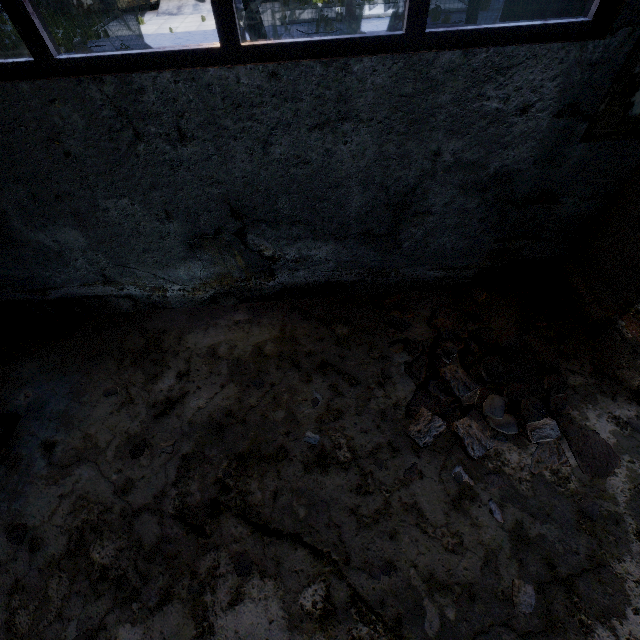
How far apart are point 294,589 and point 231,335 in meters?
2.6

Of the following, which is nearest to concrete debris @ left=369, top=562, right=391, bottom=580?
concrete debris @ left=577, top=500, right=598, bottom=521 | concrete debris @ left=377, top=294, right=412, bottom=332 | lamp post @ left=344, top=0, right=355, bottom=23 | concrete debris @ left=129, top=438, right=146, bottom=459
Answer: concrete debris @ left=377, top=294, right=412, bottom=332

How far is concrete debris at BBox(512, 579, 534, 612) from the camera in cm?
239

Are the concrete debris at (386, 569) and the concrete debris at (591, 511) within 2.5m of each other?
yes

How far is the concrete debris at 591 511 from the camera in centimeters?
272cm

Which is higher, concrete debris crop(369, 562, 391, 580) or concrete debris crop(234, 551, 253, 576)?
concrete debris crop(234, 551, 253, 576)

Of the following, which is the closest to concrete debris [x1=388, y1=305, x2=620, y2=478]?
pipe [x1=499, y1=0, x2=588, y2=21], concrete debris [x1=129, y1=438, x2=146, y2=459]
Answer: pipe [x1=499, y1=0, x2=588, y2=21]

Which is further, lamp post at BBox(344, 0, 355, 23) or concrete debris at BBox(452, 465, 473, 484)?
lamp post at BBox(344, 0, 355, 23)
